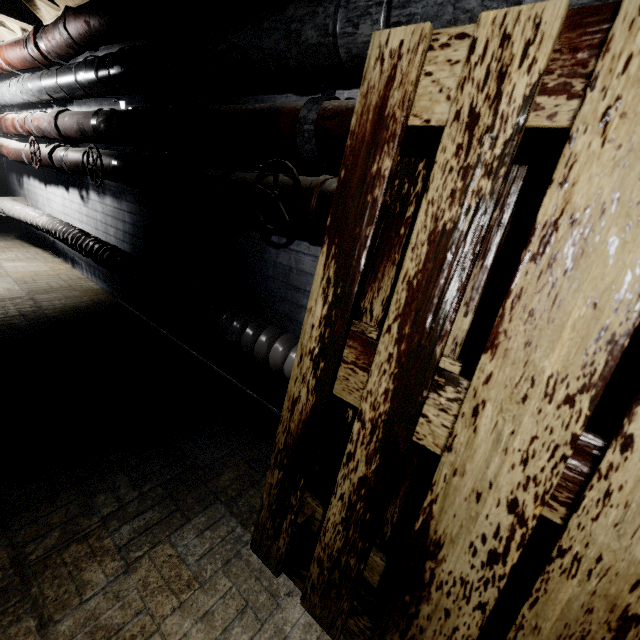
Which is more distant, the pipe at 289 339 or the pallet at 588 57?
the pipe at 289 339

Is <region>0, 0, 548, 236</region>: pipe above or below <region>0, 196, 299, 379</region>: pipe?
above

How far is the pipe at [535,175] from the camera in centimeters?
69cm

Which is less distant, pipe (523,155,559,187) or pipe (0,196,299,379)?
pipe (523,155,559,187)

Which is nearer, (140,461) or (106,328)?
(140,461)

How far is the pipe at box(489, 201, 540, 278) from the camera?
0.7 meters

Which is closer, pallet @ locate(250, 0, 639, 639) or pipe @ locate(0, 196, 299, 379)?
pallet @ locate(250, 0, 639, 639)
